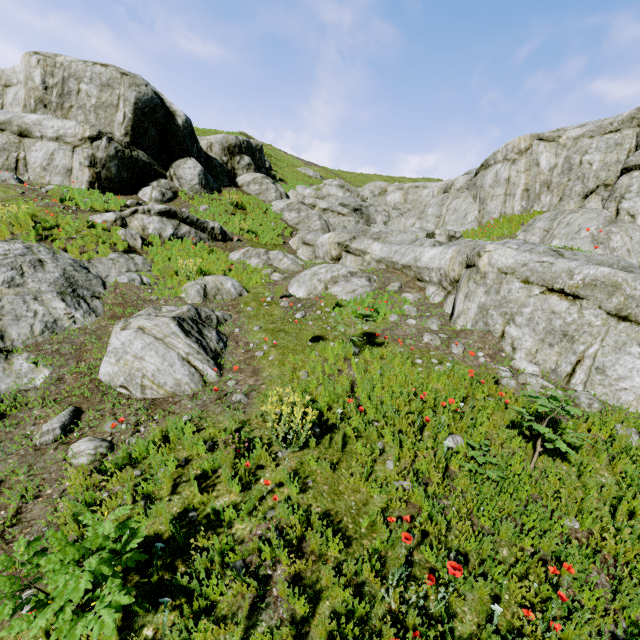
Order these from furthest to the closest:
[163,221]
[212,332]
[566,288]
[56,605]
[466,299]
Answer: [163,221] → [466,299] → [212,332] → [566,288] → [56,605]

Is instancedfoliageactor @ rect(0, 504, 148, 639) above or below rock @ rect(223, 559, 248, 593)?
above

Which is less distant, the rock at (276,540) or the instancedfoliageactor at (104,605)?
the instancedfoliageactor at (104,605)

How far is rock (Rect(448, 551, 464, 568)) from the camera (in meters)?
2.73

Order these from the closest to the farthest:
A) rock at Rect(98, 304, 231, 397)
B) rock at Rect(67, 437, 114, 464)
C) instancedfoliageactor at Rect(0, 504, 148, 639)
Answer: instancedfoliageactor at Rect(0, 504, 148, 639), rock at Rect(67, 437, 114, 464), rock at Rect(98, 304, 231, 397)

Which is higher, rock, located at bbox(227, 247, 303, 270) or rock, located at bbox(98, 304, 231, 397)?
rock, located at bbox(227, 247, 303, 270)

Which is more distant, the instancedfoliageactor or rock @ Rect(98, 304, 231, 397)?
rock @ Rect(98, 304, 231, 397)

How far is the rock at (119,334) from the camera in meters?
5.7 m
